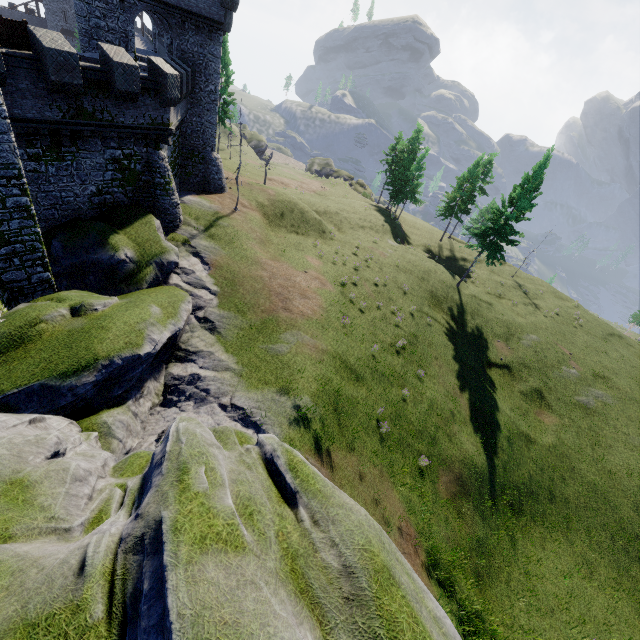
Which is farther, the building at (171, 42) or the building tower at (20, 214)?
the building at (171, 42)

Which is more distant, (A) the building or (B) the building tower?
(A) the building

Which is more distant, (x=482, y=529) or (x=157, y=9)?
(x=157, y=9)
